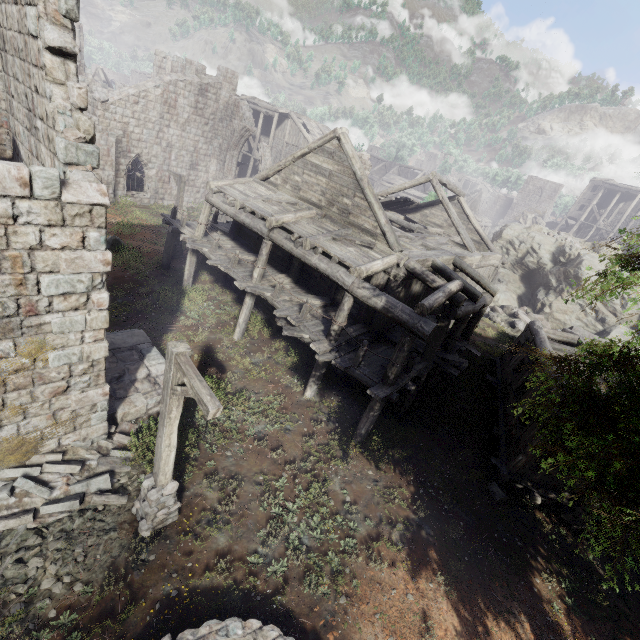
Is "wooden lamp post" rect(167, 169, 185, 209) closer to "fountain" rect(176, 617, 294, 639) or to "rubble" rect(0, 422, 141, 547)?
"rubble" rect(0, 422, 141, 547)

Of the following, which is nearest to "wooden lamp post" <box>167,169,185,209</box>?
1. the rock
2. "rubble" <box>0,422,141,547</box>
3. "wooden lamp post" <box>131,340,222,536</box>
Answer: "rubble" <box>0,422,141,547</box>

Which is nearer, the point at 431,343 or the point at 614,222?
the point at 431,343

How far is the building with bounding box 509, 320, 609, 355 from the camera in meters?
14.5 m

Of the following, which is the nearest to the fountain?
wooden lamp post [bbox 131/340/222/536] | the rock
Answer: wooden lamp post [bbox 131/340/222/536]

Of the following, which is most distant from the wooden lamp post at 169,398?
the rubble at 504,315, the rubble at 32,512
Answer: the rubble at 504,315

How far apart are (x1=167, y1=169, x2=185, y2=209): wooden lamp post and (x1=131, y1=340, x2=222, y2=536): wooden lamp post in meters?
14.3 m

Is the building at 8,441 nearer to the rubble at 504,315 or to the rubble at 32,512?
the rubble at 32,512
